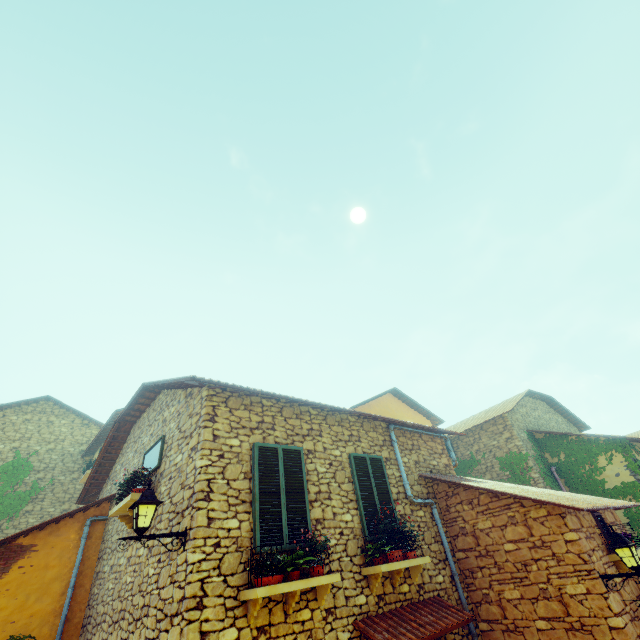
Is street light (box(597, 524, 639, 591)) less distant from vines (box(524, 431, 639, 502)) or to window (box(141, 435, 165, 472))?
vines (box(524, 431, 639, 502))

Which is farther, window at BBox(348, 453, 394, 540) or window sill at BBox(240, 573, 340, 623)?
window at BBox(348, 453, 394, 540)

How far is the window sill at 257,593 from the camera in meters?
4.3

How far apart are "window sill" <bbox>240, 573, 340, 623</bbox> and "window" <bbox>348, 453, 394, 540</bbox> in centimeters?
123cm

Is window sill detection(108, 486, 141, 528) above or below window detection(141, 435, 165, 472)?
below

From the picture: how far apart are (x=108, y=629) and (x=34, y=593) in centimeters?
277cm

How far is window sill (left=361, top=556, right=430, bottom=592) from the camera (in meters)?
5.74

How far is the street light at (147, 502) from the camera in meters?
4.5
